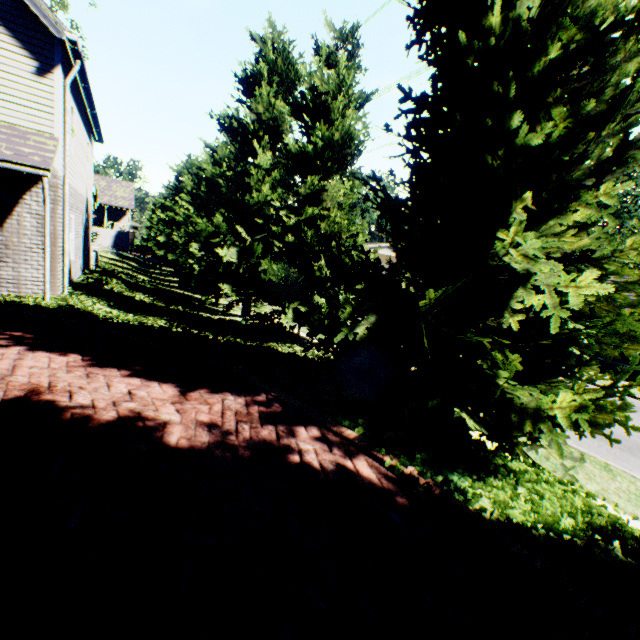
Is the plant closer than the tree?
No

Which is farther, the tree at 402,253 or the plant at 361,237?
the plant at 361,237

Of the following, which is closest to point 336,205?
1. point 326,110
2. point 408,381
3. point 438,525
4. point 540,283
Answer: point 326,110

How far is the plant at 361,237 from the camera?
41.59m

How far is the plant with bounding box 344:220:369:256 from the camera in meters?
41.6
